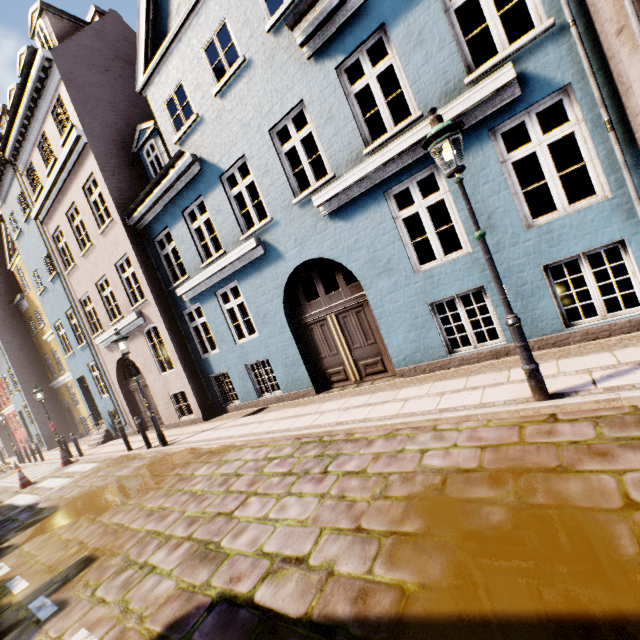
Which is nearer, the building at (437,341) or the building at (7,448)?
the building at (437,341)

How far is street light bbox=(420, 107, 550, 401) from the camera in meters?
3.8

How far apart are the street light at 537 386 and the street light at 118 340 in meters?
9.5 m

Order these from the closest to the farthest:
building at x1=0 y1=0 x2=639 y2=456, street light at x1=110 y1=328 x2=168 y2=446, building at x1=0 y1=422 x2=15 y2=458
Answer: building at x1=0 y1=0 x2=639 y2=456 < street light at x1=110 y1=328 x2=168 y2=446 < building at x1=0 y1=422 x2=15 y2=458

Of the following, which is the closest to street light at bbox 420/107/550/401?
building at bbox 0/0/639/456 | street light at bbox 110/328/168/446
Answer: building at bbox 0/0/639/456

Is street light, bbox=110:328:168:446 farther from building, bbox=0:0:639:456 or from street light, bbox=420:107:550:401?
street light, bbox=420:107:550:401

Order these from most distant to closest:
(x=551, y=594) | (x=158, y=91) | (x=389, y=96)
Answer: (x=389, y=96)
(x=158, y=91)
(x=551, y=594)
